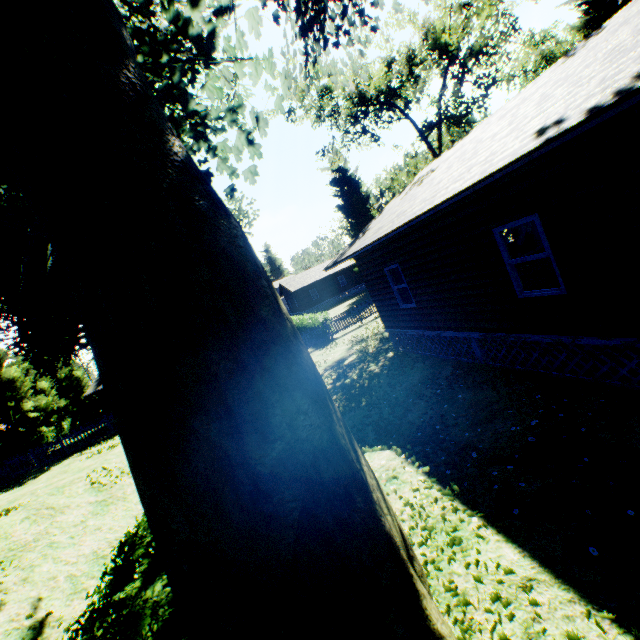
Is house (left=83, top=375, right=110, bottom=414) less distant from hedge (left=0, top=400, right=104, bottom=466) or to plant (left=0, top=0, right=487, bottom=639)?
hedge (left=0, top=400, right=104, bottom=466)

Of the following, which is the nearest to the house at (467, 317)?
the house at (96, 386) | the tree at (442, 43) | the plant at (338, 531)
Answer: the plant at (338, 531)

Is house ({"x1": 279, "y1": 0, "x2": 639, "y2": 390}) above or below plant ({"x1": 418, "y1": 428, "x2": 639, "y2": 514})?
above

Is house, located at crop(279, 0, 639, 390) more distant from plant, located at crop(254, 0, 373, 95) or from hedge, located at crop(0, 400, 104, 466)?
hedge, located at crop(0, 400, 104, 466)

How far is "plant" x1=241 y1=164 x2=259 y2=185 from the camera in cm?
1038

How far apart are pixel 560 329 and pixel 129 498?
11.8 meters

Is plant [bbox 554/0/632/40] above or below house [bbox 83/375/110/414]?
above

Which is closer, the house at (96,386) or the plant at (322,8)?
the plant at (322,8)
